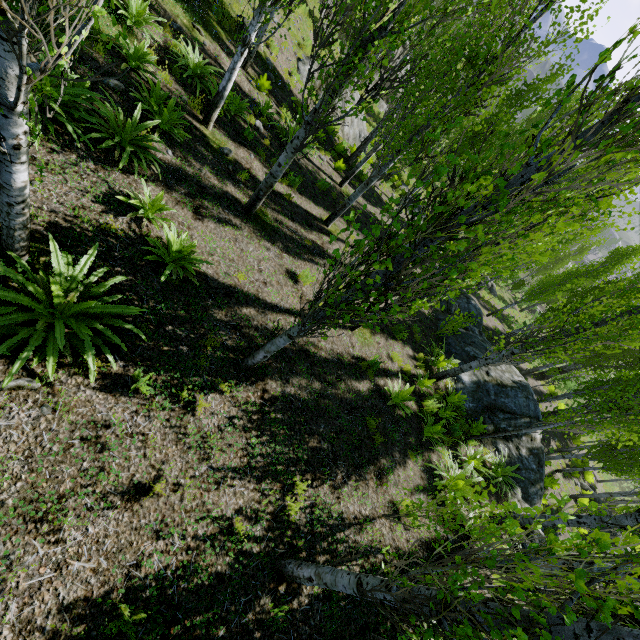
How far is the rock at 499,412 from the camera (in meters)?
12.17

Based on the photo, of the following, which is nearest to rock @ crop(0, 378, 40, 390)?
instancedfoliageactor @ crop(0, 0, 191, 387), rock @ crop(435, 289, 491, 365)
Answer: instancedfoliageactor @ crop(0, 0, 191, 387)

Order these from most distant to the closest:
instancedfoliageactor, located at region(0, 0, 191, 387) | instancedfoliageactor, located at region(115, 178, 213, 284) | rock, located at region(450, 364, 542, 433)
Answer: rock, located at region(450, 364, 542, 433) < instancedfoliageactor, located at region(115, 178, 213, 284) < instancedfoliageactor, located at region(0, 0, 191, 387)

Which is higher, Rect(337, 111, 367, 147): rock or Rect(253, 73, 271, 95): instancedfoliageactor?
Rect(253, 73, 271, 95): instancedfoliageactor

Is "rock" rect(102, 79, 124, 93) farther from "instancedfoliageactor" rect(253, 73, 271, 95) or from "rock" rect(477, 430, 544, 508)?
"rock" rect(477, 430, 544, 508)

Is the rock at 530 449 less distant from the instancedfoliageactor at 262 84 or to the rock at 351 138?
the instancedfoliageactor at 262 84

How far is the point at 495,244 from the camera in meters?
5.8 m

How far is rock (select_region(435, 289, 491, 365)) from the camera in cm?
1330
